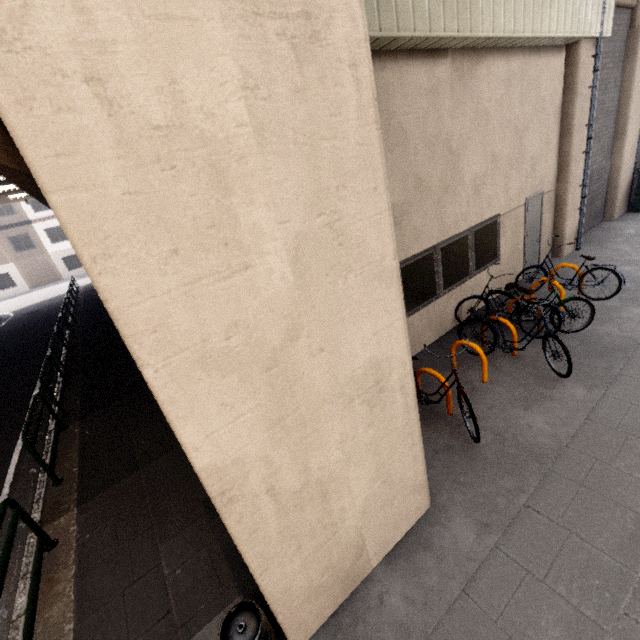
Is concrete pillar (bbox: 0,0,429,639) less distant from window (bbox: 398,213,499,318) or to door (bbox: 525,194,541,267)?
window (bbox: 398,213,499,318)

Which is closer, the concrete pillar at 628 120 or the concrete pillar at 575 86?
the concrete pillar at 575 86

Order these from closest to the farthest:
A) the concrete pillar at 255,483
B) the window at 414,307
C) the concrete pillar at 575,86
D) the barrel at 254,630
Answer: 1. the concrete pillar at 255,483
2. the barrel at 254,630
3. the window at 414,307
4. the concrete pillar at 575,86

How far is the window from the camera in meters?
6.1 m

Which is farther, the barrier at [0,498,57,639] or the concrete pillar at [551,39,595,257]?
the concrete pillar at [551,39,595,257]

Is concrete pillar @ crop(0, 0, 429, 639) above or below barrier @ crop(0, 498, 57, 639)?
above

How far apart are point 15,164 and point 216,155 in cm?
635

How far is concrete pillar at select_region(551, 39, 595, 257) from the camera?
7.6 meters
